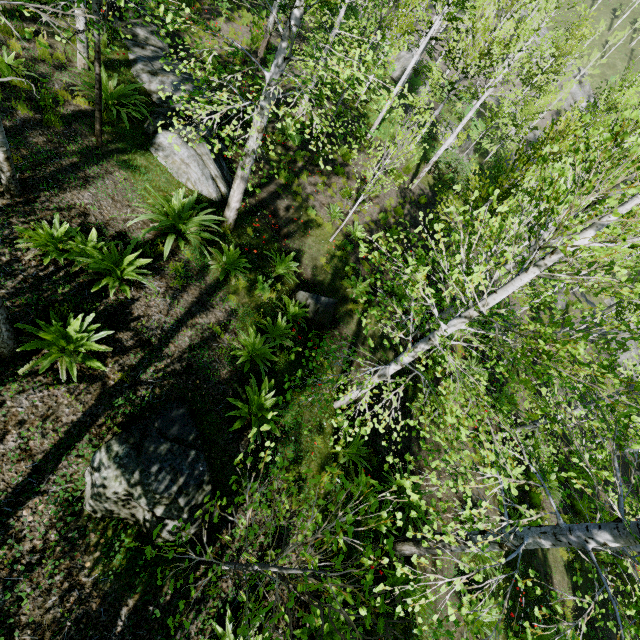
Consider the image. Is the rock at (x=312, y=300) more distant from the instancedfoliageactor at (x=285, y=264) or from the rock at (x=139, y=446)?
the rock at (x=139, y=446)

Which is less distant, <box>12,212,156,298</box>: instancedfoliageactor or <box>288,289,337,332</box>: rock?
<box>12,212,156,298</box>: instancedfoliageactor

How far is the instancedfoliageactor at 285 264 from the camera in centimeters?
833cm

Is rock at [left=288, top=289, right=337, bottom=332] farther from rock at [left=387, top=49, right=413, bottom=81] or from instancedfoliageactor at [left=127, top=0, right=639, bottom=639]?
rock at [left=387, top=49, right=413, bottom=81]

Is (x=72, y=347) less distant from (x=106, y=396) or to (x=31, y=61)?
(x=106, y=396)

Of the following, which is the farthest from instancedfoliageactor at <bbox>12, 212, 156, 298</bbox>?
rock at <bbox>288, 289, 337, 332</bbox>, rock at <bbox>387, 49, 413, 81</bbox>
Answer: rock at <bbox>387, 49, 413, 81</bbox>

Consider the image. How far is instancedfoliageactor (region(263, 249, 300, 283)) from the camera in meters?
8.3

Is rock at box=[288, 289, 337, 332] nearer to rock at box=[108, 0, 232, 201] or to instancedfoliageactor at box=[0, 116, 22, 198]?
instancedfoliageactor at box=[0, 116, 22, 198]
